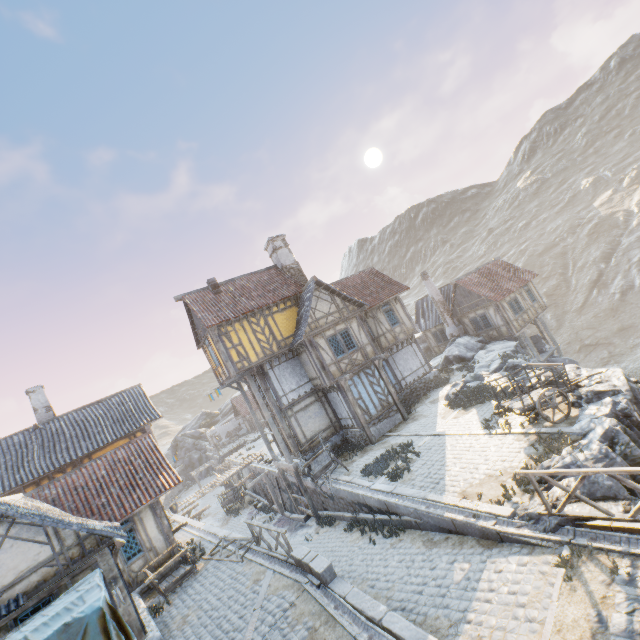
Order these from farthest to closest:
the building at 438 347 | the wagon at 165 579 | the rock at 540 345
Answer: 1. the building at 438 347
2. the rock at 540 345
3. the wagon at 165 579

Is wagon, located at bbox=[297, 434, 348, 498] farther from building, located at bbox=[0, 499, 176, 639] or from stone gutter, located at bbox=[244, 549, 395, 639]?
building, located at bbox=[0, 499, 176, 639]

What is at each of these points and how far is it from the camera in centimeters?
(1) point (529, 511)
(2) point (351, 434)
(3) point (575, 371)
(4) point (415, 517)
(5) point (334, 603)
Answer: (1) rock, 745cm
(2) stone foundation, 1902cm
(3) rock, 1266cm
(4) stone blocks, 1036cm
(5) stone gutter, 816cm

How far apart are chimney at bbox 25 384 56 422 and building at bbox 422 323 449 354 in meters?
30.7

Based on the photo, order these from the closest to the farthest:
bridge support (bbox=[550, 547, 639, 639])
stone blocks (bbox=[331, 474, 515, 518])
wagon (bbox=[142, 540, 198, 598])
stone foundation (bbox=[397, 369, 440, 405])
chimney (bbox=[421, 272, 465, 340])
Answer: bridge support (bbox=[550, 547, 639, 639]), stone blocks (bbox=[331, 474, 515, 518]), wagon (bbox=[142, 540, 198, 598]), stone foundation (bbox=[397, 369, 440, 405]), chimney (bbox=[421, 272, 465, 340])

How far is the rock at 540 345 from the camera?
27.8 meters

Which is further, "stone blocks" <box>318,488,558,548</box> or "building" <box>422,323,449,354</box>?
"building" <box>422,323,449,354</box>

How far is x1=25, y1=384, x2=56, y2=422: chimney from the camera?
20.1m
